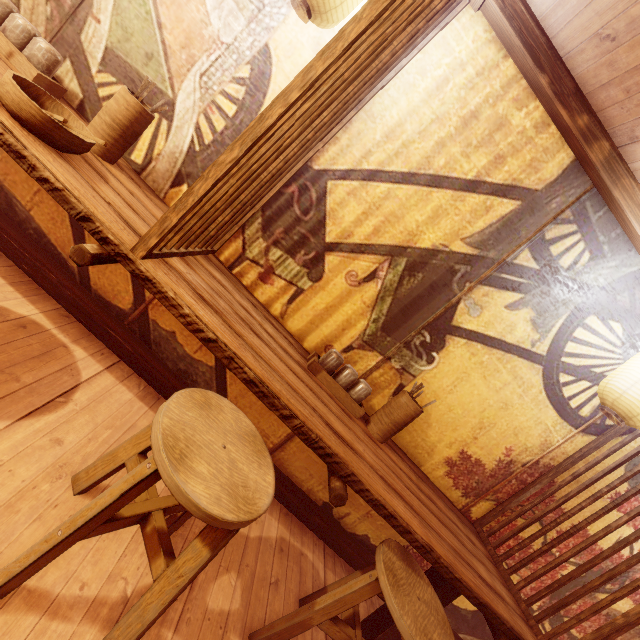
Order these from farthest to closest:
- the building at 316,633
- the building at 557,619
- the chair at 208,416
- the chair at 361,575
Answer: the building at 557,619, the building at 316,633, the chair at 361,575, the chair at 208,416

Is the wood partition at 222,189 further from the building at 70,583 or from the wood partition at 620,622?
the wood partition at 620,622

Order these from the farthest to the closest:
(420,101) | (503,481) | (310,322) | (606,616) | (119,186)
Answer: (606,616)
(503,481)
(310,322)
(420,101)
(119,186)

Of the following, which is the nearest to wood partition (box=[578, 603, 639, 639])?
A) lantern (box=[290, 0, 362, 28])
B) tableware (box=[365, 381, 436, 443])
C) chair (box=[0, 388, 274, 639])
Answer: tableware (box=[365, 381, 436, 443])

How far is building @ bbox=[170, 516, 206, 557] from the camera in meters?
2.7

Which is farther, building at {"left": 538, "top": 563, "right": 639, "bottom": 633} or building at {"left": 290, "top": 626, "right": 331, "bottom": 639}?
building at {"left": 538, "top": 563, "right": 639, "bottom": 633}

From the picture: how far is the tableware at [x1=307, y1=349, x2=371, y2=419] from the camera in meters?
3.3 m
